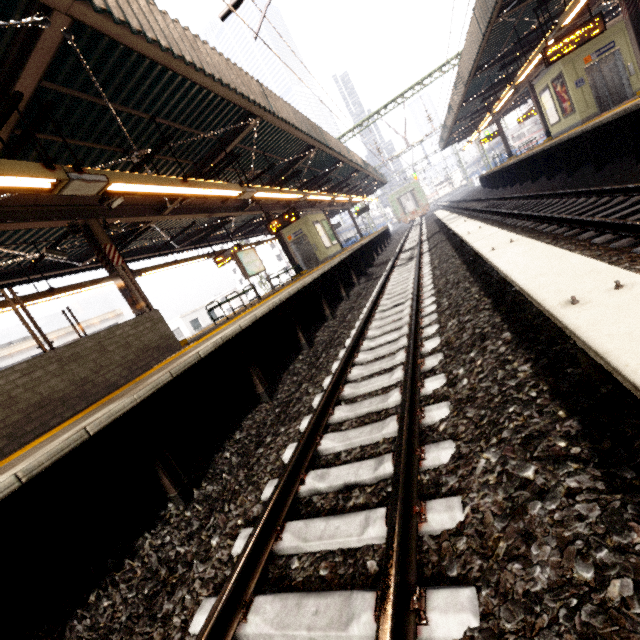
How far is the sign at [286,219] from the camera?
13.2 meters

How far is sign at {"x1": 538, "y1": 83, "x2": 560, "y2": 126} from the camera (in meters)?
15.08

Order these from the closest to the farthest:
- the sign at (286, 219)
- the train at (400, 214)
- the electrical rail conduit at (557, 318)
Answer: the electrical rail conduit at (557, 318) → the sign at (286, 219) → the train at (400, 214)

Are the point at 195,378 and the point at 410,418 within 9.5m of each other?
yes

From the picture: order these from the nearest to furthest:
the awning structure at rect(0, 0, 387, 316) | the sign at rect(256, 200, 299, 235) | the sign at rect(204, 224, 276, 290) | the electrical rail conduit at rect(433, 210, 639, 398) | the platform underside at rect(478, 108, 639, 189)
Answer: the electrical rail conduit at rect(433, 210, 639, 398) < the awning structure at rect(0, 0, 387, 316) < the platform underside at rect(478, 108, 639, 189) < the sign at rect(204, 224, 276, 290) < the sign at rect(256, 200, 299, 235)

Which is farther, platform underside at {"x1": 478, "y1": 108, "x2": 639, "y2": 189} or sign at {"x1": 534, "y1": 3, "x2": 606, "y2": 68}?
→ sign at {"x1": 534, "y1": 3, "x2": 606, "y2": 68}

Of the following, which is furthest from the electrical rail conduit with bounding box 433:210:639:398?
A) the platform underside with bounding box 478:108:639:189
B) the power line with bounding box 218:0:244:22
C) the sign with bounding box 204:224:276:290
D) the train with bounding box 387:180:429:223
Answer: the train with bounding box 387:180:429:223

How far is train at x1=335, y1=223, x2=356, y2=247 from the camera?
40.7m
